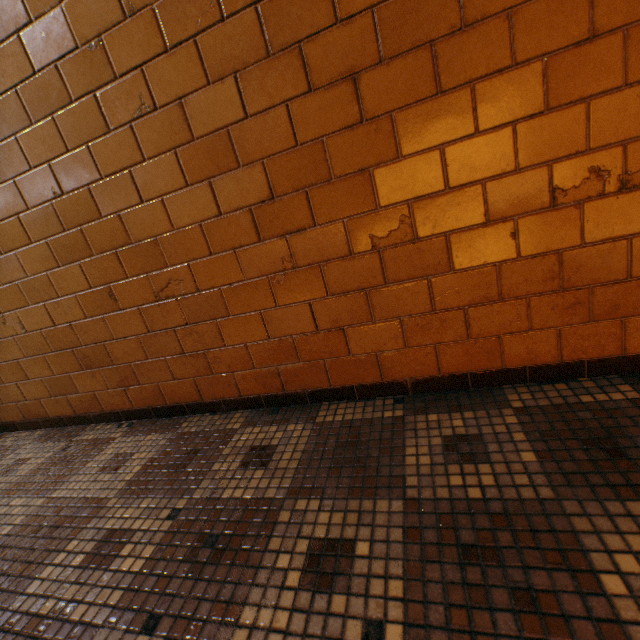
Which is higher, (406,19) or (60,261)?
(406,19)
